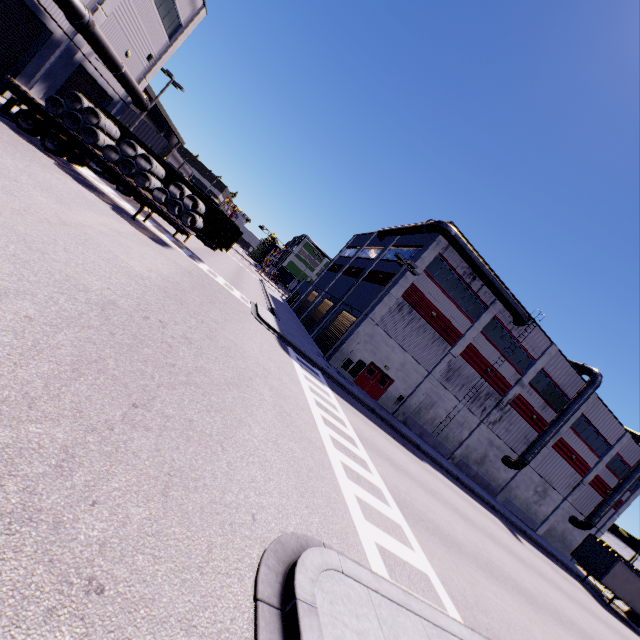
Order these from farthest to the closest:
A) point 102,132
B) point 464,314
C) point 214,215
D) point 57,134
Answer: point 464,314 → point 214,215 → point 102,132 → point 57,134

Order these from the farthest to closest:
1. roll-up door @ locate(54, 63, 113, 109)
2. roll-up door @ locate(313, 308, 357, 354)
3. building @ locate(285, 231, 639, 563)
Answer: roll-up door @ locate(313, 308, 357, 354) → building @ locate(285, 231, 639, 563) → roll-up door @ locate(54, 63, 113, 109)

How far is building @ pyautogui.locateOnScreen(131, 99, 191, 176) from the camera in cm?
4456

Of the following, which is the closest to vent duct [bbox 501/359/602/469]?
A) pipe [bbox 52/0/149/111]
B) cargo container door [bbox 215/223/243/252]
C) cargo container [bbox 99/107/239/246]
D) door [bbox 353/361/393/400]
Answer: cargo container [bbox 99/107/239/246]

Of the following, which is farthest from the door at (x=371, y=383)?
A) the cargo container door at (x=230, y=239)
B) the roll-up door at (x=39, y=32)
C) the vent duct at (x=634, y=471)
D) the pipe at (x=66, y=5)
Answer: the vent duct at (x=634, y=471)

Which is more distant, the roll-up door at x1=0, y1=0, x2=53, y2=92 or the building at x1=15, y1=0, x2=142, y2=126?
the building at x1=15, y1=0, x2=142, y2=126

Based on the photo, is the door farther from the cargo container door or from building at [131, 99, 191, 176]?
the cargo container door

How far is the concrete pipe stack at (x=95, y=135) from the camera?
15.44m
